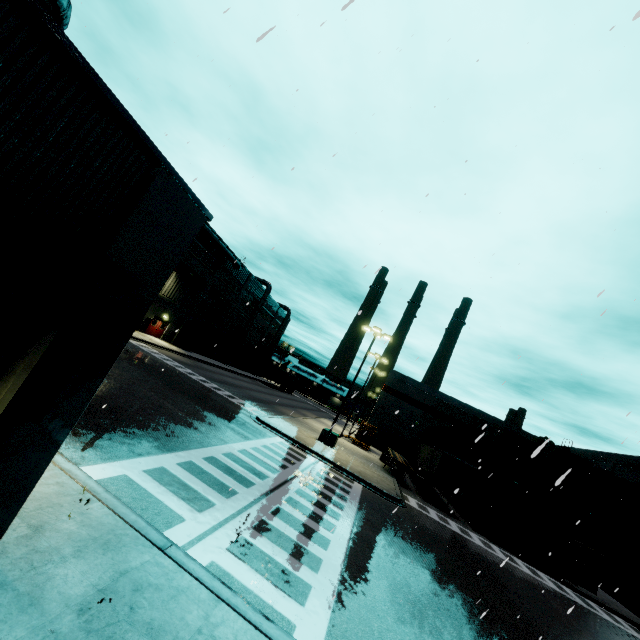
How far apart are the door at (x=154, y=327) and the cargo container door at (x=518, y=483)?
37.9 meters

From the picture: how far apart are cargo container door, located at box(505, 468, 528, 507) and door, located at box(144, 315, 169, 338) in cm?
3787

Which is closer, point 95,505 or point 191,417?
point 95,505

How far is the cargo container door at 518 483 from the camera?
21.8 meters

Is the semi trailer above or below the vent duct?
below

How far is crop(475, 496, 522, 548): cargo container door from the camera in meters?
22.5

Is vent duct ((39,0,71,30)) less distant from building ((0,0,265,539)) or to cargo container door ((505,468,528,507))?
building ((0,0,265,539))

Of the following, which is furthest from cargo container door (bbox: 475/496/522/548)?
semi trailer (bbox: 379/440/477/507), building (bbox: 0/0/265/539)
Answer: building (bbox: 0/0/265/539)
